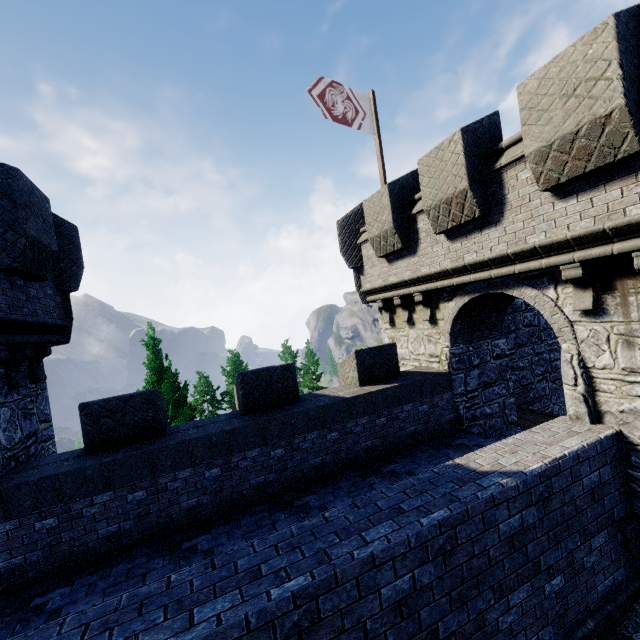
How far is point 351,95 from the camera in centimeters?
1077cm

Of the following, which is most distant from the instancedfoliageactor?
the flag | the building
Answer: the flag

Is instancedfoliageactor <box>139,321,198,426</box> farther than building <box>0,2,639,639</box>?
Yes

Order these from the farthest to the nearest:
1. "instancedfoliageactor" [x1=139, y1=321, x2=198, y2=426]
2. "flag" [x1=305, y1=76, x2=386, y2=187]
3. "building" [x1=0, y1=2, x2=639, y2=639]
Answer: "instancedfoliageactor" [x1=139, y1=321, x2=198, y2=426]
"flag" [x1=305, y1=76, x2=386, y2=187]
"building" [x1=0, y1=2, x2=639, y2=639]

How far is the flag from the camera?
9.98m

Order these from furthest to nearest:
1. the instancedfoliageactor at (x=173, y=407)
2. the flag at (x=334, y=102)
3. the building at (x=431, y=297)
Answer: the instancedfoliageactor at (x=173, y=407) → the flag at (x=334, y=102) → the building at (x=431, y=297)

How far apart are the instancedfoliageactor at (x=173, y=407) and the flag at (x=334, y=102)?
9.7 meters

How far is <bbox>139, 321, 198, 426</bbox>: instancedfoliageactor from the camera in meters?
12.0
